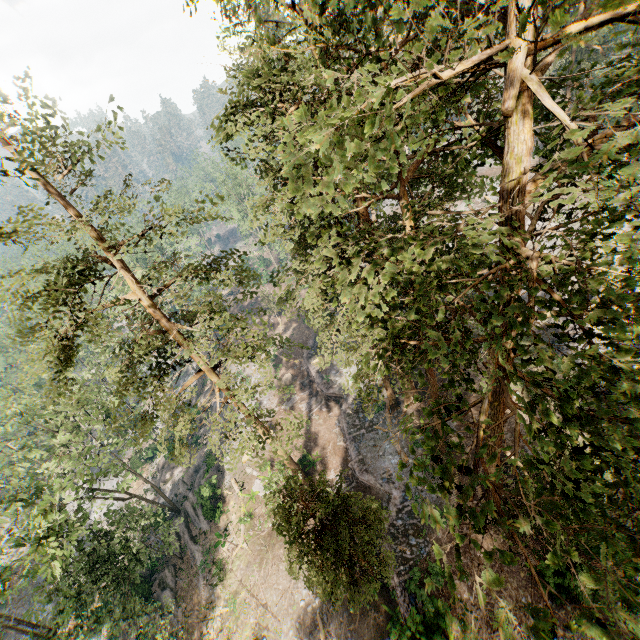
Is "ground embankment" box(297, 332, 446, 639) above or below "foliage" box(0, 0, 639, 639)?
below

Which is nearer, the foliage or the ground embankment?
the foliage

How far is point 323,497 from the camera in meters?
16.1 m

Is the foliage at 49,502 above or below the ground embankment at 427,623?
above

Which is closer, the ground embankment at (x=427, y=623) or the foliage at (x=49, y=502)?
the foliage at (x=49, y=502)
